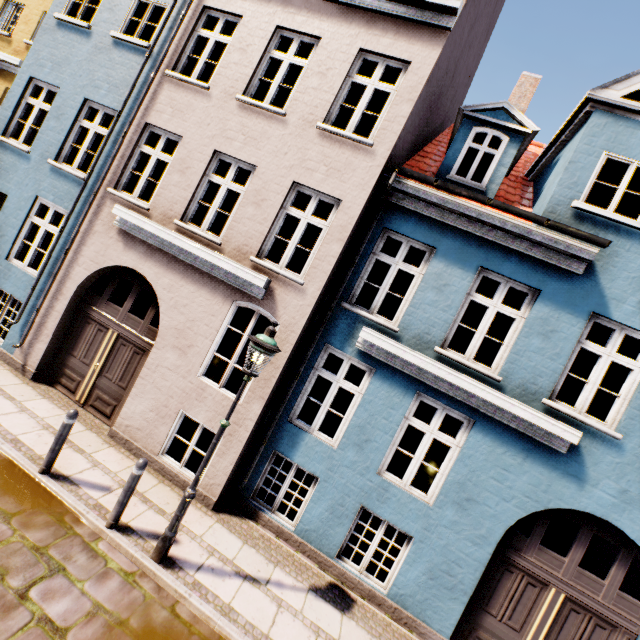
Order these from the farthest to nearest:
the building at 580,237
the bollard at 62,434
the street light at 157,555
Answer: the building at 580,237
the bollard at 62,434
the street light at 157,555

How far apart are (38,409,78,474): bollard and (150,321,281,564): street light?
2.2m

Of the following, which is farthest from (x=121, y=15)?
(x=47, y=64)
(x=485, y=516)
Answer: (x=485, y=516)

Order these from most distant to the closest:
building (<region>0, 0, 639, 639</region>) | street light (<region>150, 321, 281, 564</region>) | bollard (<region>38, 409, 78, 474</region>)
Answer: building (<region>0, 0, 639, 639</region>) < bollard (<region>38, 409, 78, 474</region>) < street light (<region>150, 321, 281, 564</region>)

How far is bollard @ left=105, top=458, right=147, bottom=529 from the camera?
4.78m

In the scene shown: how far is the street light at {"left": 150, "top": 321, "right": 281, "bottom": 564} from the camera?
4.5 meters

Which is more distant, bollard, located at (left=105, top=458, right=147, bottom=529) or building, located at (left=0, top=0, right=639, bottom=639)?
building, located at (left=0, top=0, right=639, bottom=639)

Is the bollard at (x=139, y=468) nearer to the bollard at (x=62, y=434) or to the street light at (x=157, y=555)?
the street light at (x=157, y=555)
